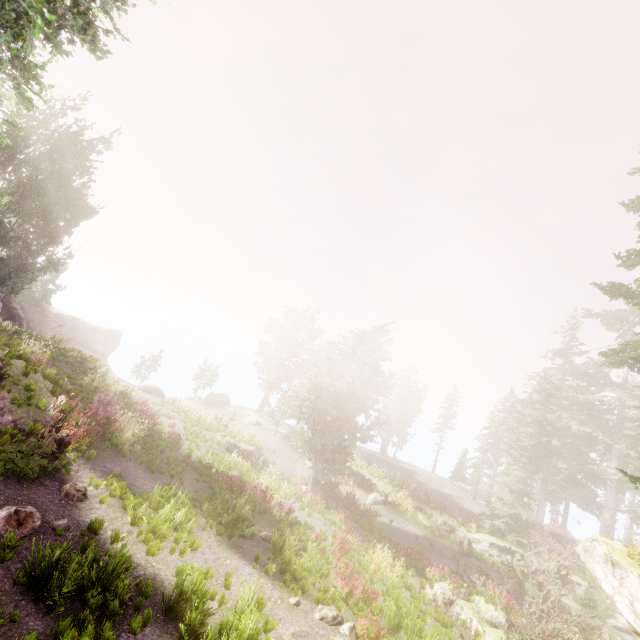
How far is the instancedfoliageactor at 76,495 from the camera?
9.3 meters

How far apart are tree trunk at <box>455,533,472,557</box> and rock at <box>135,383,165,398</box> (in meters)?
30.19

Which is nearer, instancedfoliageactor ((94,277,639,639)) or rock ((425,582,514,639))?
instancedfoliageactor ((94,277,639,639))

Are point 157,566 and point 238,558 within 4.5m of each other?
yes

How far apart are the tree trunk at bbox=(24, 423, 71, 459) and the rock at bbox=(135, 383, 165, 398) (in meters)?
24.33

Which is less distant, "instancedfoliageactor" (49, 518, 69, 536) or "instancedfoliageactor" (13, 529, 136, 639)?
"instancedfoliageactor" (13, 529, 136, 639)

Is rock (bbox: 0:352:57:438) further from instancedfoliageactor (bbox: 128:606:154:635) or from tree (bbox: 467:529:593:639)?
tree (bbox: 467:529:593:639)

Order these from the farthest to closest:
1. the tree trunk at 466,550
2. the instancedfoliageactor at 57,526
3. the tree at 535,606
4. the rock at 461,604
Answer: the tree trunk at 466,550, the rock at 461,604, the tree at 535,606, the instancedfoliageactor at 57,526
